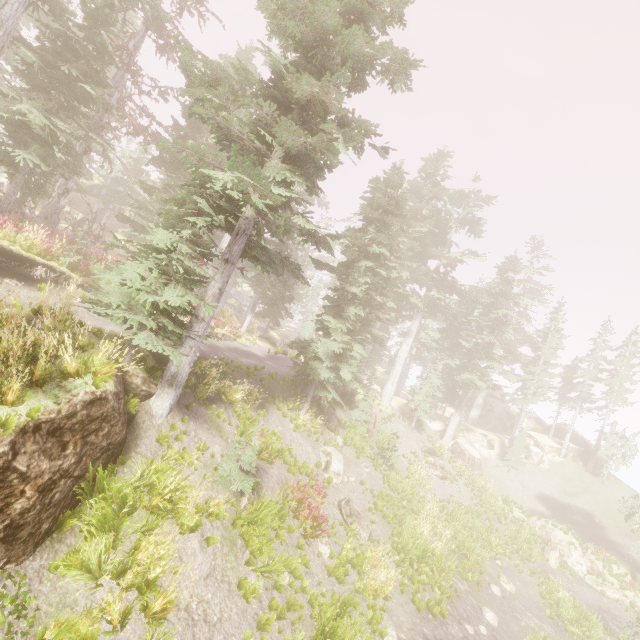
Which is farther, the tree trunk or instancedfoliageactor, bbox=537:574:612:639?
the tree trunk

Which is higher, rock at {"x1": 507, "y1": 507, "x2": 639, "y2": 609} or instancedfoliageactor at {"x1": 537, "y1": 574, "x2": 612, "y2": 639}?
rock at {"x1": 507, "y1": 507, "x2": 639, "y2": 609}

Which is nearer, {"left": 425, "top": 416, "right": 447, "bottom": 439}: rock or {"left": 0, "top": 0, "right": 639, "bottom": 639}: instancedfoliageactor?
{"left": 0, "top": 0, "right": 639, "bottom": 639}: instancedfoliageactor

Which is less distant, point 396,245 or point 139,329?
point 139,329

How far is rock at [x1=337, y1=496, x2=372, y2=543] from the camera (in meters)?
13.83

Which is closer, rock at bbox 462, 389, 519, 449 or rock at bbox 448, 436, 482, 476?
rock at bbox 448, 436, 482, 476

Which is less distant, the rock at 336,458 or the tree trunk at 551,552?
the rock at 336,458

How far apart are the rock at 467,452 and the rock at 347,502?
19.49m
